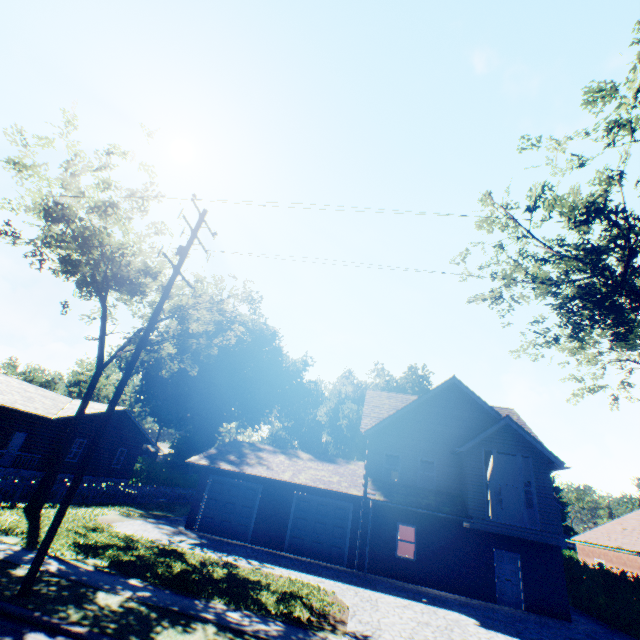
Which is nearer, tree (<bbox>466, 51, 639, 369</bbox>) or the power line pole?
the power line pole

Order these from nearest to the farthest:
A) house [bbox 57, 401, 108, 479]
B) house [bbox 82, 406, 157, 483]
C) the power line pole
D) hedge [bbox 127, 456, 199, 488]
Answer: the power line pole → house [bbox 57, 401, 108, 479] → house [bbox 82, 406, 157, 483] → hedge [bbox 127, 456, 199, 488]

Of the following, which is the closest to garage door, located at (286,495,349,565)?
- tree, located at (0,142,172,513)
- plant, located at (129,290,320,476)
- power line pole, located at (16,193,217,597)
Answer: tree, located at (0,142,172,513)

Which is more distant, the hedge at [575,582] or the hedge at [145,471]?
the hedge at [145,471]

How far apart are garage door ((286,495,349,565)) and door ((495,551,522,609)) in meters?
7.5 m

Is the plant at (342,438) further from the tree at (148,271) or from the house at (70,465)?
the tree at (148,271)

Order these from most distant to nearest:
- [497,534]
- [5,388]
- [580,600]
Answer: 1. [5,388]
2. [580,600]
3. [497,534]

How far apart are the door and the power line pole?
19.0 meters
